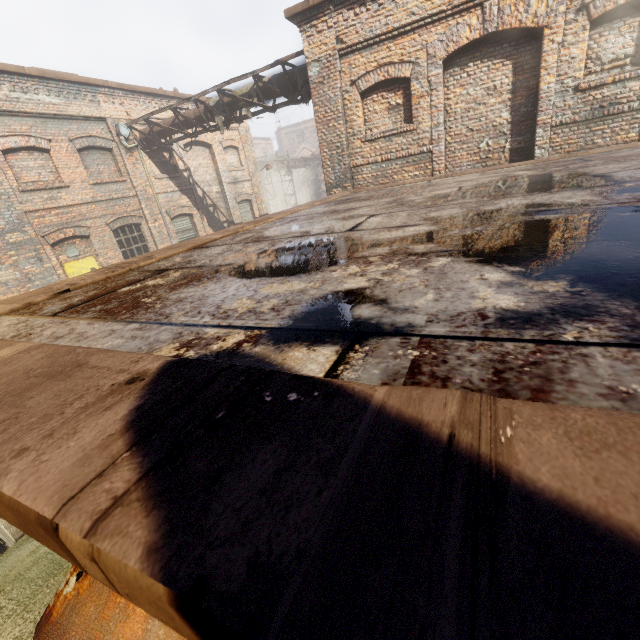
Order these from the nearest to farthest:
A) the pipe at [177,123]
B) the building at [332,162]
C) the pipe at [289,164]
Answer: the building at [332,162]
the pipe at [177,123]
the pipe at [289,164]

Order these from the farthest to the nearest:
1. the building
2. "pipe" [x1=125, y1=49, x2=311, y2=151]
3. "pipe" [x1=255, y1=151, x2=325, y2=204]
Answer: "pipe" [x1=255, y1=151, x2=325, y2=204] < "pipe" [x1=125, y1=49, x2=311, y2=151] < the building

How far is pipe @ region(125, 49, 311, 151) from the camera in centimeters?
912cm

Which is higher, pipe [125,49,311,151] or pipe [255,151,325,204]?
pipe [125,49,311,151]

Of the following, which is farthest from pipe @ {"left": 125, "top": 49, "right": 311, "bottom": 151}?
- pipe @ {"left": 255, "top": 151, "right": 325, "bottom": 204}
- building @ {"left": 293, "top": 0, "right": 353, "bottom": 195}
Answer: pipe @ {"left": 255, "top": 151, "right": 325, "bottom": 204}

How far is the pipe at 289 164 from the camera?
28.4 meters

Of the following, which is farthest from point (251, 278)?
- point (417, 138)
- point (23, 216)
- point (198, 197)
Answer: point (198, 197)
